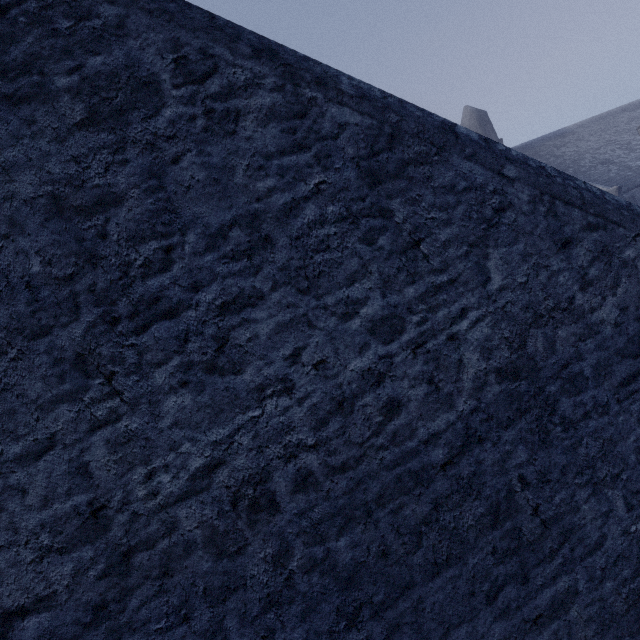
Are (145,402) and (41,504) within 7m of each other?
yes
